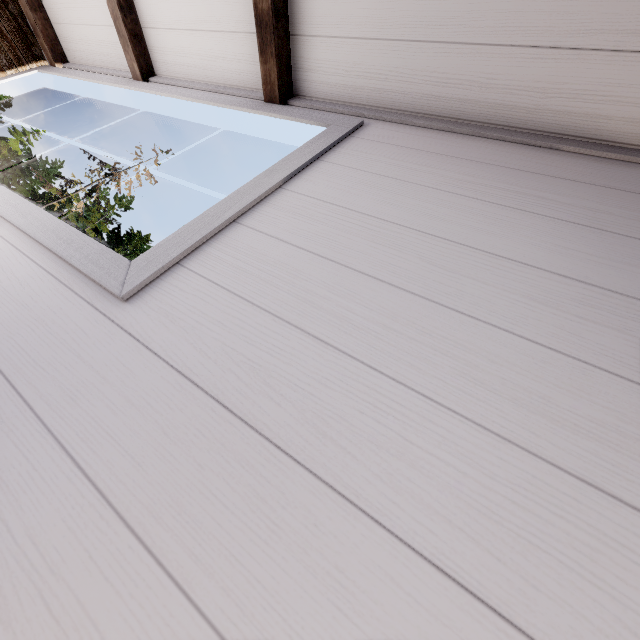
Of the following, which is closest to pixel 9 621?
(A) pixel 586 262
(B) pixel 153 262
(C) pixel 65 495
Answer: (C) pixel 65 495

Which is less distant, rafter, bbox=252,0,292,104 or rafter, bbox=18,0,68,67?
rafter, bbox=252,0,292,104

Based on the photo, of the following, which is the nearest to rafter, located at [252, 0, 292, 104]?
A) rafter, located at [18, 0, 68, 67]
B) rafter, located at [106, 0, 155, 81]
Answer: rafter, located at [106, 0, 155, 81]

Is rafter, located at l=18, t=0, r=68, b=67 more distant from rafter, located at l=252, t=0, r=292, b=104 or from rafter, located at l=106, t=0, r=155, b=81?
rafter, located at l=252, t=0, r=292, b=104

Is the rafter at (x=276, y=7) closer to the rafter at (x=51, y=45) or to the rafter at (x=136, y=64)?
the rafter at (x=136, y=64)
